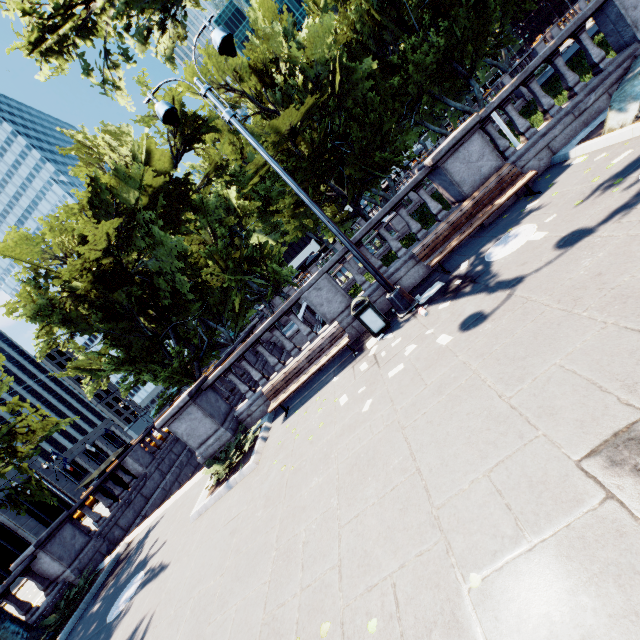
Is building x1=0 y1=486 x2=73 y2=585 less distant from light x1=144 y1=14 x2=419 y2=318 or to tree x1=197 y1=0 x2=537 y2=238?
tree x1=197 y1=0 x2=537 y2=238

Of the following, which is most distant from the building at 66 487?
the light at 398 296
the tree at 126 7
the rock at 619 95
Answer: the rock at 619 95

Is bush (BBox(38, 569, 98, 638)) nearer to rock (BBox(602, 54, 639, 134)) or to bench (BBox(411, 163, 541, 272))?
bench (BBox(411, 163, 541, 272))

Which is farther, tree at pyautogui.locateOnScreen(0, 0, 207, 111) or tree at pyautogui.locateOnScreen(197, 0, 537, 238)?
tree at pyautogui.locateOnScreen(197, 0, 537, 238)

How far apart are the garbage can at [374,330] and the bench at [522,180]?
1.6 meters

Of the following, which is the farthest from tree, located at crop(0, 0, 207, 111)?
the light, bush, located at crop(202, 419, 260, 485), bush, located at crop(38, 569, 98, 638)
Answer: bush, located at crop(202, 419, 260, 485)

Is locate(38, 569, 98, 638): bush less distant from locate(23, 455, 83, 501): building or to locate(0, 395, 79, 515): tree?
locate(0, 395, 79, 515): tree

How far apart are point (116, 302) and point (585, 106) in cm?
2111
